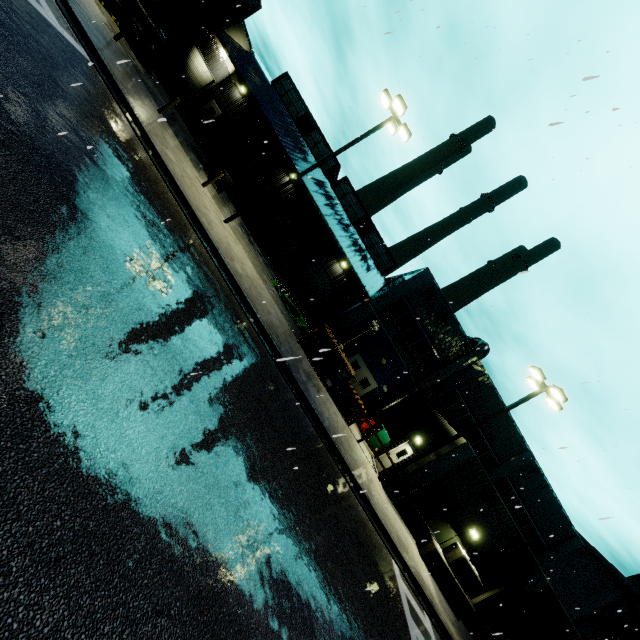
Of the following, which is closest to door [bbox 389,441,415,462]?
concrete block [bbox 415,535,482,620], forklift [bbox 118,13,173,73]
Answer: concrete block [bbox 415,535,482,620]

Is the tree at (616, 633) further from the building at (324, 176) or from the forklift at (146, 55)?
the forklift at (146, 55)

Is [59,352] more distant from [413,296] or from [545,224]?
[413,296]

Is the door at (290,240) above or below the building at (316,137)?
below

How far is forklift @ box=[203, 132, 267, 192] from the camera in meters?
20.0

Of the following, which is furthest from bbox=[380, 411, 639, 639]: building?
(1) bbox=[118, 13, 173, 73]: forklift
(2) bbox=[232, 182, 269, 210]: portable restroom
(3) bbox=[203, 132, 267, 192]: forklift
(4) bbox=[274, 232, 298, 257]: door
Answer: (3) bbox=[203, 132, 267, 192]: forklift

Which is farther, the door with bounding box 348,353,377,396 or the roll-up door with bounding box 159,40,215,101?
the roll-up door with bounding box 159,40,215,101

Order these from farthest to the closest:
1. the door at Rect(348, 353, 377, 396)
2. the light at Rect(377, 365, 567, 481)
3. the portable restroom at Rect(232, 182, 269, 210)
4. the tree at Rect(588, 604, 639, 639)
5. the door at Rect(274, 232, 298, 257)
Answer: the door at Rect(274, 232, 298, 257) → the portable restroom at Rect(232, 182, 269, 210) → the door at Rect(348, 353, 377, 396) → the tree at Rect(588, 604, 639, 639) → the light at Rect(377, 365, 567, 481)
